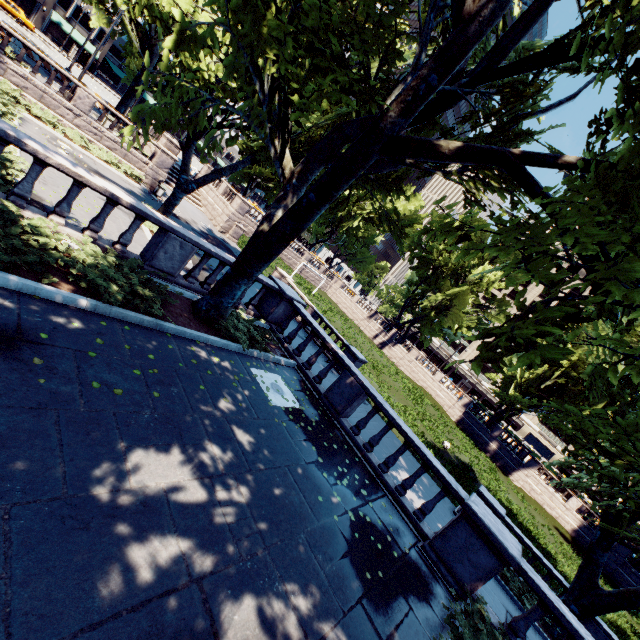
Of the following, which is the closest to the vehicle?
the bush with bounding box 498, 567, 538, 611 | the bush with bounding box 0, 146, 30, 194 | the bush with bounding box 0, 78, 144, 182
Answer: the bush with bounding box 0, 78, 144, 182

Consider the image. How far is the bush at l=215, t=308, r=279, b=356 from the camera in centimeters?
938cm

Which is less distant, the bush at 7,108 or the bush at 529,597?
the bush at 529,597

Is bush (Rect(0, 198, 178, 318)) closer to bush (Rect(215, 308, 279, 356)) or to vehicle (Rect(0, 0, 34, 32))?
bush (Rect(215, 308, 279, 356))

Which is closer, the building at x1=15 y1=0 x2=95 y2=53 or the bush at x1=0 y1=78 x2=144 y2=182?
the bush at x1=0 y1=78 x2=144 y2=182

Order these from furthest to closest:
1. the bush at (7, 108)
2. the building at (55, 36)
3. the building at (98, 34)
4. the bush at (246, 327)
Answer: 1. the building at (98, 34)
2. the building at (55, 36)
3. the bush at (7, 108)
4. the bush at (246, 327)

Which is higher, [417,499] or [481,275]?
[481,275]

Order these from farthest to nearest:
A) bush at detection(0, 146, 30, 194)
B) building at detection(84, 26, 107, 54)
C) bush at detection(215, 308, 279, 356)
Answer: building at detection(84, 26, 107, 54), bush at detection(0, 146, 30, 194), bush at detection(215, 308, 279, 356)
